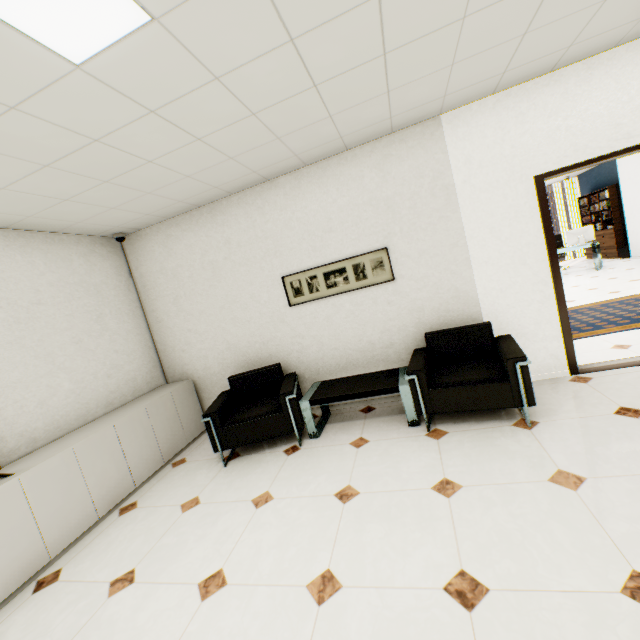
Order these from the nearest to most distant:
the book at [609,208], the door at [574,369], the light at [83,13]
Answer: the light at [83,13] → the door at [574,369] → the book at [609,208]

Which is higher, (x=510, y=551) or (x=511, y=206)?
(x=511, y=206)

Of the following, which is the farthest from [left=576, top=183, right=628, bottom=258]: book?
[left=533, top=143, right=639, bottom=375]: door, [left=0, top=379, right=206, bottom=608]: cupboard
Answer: [left=0, top=379, right=206, bottom=608]: cupboard

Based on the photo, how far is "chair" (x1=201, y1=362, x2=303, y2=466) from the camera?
3.4 meters

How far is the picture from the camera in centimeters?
374cm

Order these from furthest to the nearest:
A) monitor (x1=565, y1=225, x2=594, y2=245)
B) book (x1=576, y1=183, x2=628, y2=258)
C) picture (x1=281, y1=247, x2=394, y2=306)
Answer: book (x1=576, y1=183, x2=628, y2=258)
monitor (x1=565, y1=225, x2=594, y2=245)
picture (x1=281, y1=247, x2=394, y2=306)

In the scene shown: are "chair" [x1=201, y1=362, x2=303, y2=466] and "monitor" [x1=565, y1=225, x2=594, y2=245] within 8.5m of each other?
no

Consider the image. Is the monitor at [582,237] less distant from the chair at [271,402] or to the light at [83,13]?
the chair at [271,402]
